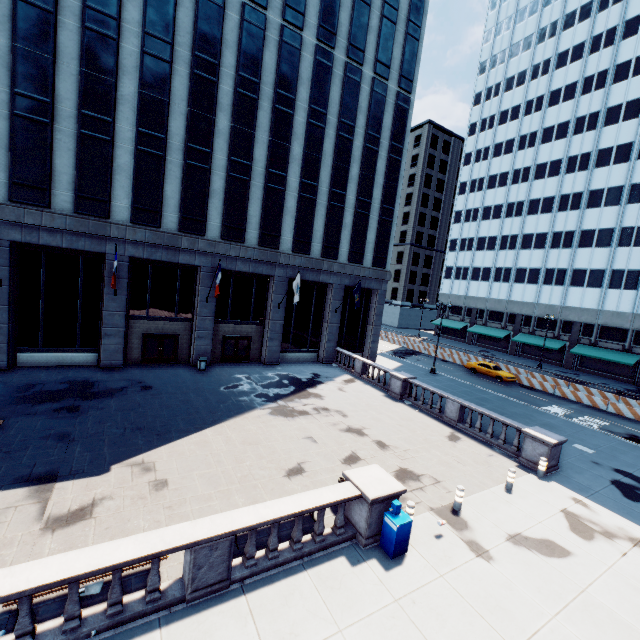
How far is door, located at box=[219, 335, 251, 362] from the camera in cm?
2684

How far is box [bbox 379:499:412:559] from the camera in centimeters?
915cm

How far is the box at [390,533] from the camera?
9.1 meters

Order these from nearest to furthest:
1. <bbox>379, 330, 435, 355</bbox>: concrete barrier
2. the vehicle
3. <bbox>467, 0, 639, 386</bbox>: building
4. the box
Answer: the box
the vehicle
<bbox>467, 0, 639, 386</bbox>: building
<bbox>379, 330, 435, 355</bbox>: concrete barrier

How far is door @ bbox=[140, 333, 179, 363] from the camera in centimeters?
2386cm

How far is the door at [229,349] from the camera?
26.8m

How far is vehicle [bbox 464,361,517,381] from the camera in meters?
33.2

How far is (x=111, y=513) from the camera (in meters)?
9.60
